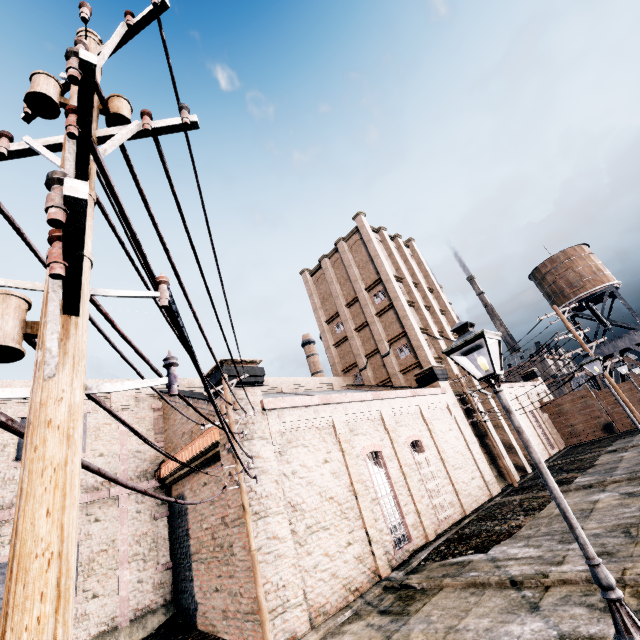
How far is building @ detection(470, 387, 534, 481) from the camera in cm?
2703

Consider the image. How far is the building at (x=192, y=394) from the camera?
15.8m

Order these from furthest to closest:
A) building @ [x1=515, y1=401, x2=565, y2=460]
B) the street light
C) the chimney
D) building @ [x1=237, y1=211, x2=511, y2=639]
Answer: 1. the chimney
2. building @ [x1=515, y1=401, x2=565, y2=460]
3. building @ [x1=237, y1=211, x2=511, y2=639]
4. the street light

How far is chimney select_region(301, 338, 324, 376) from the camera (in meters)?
56.78

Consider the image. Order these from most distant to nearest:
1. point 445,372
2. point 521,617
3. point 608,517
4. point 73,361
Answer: point 445,372 < point 608,517 < point 521,617 < point 73,361

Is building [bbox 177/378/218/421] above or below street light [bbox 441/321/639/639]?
above
